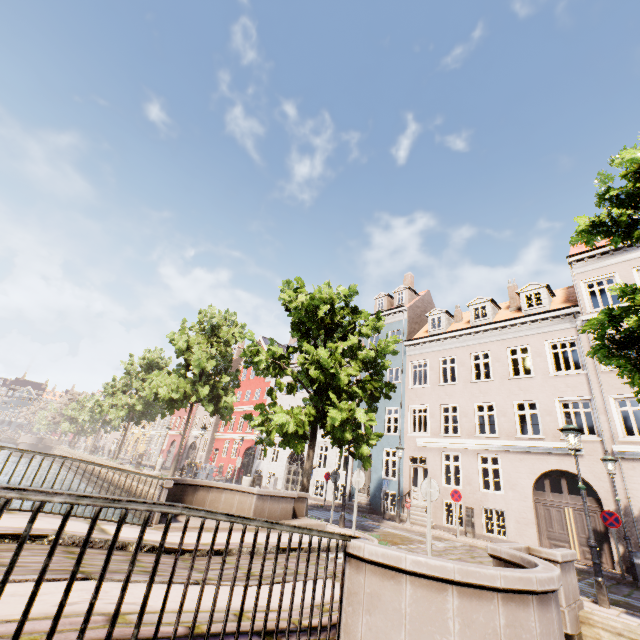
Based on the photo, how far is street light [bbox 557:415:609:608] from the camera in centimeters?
673cm

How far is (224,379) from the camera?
23.9m

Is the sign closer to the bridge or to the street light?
the street light

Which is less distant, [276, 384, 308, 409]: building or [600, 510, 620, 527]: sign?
[600, 510, 620, 527]: sign

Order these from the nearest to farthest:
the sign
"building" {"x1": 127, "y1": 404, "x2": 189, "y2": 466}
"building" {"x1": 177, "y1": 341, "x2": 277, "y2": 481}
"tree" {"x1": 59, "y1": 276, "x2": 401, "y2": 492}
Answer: the sign, "tree" {"x1": 59, "y1": 276, "x2": 401, "y2": 492}, "building" {"x1": 177, "y1": 341, "x2": 277, "y2": 481}, "building" {"x1": 127, "y1": 404, "x2": 189, "y2": 466}

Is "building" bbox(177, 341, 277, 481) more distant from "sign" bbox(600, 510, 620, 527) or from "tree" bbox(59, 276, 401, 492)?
"tree" bbox(59, 276, 401, 492)

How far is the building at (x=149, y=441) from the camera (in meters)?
43.86

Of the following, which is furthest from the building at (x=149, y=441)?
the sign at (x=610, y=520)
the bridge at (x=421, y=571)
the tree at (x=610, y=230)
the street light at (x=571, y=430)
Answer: the bridge at (x=421, y=571)
